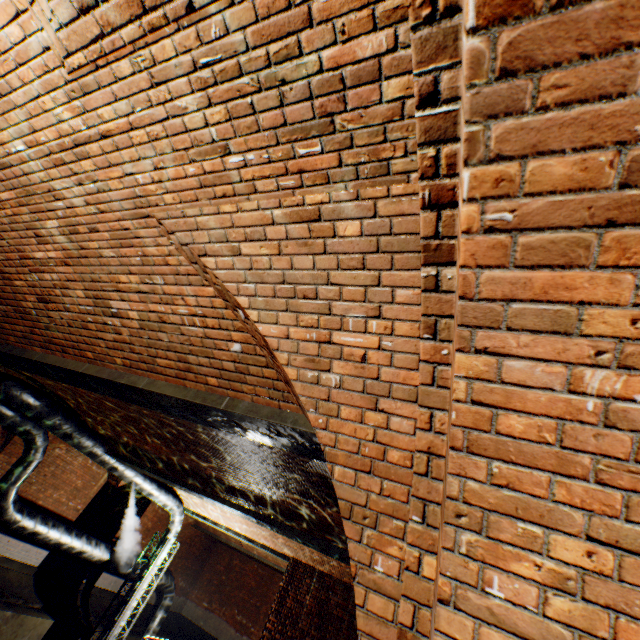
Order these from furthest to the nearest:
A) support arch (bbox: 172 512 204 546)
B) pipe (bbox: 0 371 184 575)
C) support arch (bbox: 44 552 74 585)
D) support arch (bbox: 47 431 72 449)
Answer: support arch (bbox: 172 512 204 546) < support arch (bbox: 44 552 74 585) < support arch (bbox: 47 431 72 449) < pipe (bbox: 0 371 184 575)

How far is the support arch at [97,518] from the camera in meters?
13.7

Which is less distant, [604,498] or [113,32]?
[604,498]

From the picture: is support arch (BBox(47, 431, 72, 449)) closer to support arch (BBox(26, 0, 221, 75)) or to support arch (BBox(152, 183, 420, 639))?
support arch (BBox(152, 183, 420, 639))

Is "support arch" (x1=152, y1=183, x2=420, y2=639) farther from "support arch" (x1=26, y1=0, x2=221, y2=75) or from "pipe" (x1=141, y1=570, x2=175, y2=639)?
"support arch" (x1=26, y1=0, x2=221, y2=75)

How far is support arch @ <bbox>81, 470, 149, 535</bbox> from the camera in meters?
13.7 m

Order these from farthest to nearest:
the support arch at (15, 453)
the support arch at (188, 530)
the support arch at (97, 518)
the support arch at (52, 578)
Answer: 1. the support arch at (188, 530)
2. the support arch at (97, 518)
3. the support arch at (52, 578)
4. the support arch at (15, 453)
